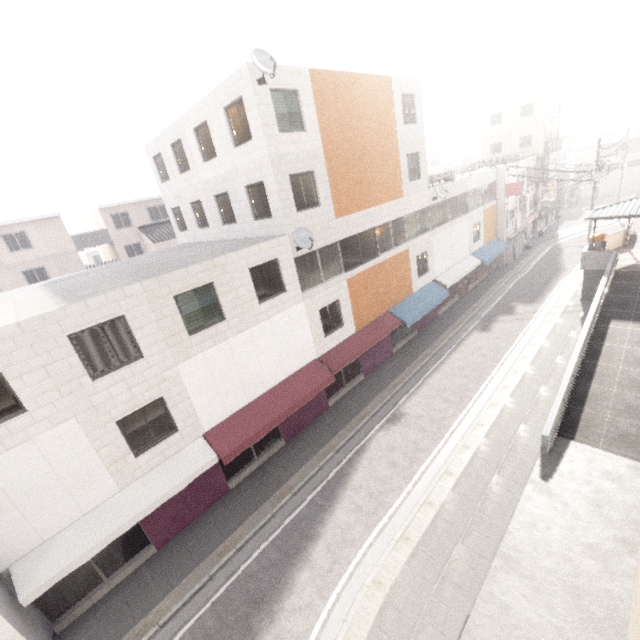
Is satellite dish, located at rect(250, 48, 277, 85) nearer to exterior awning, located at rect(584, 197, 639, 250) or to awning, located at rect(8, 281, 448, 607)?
awning, located at rect(8, 281, 448, 607)

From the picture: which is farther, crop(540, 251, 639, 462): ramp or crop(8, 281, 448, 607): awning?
crop(540, 251, 639, 462): ramp

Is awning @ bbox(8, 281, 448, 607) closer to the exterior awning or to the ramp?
the ramp

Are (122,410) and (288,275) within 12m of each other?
yes

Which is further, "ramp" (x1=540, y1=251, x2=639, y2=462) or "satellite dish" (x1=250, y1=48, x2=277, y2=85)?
"ramp" (x1=540, y1=251, x2=639, y2=462)

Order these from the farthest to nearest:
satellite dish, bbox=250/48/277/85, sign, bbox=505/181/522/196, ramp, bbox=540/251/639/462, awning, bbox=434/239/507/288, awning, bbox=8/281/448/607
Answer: sign, bbox=505/181/522/196 → awning, bbox=434/239/507/288 → ramp, bbox=540/251/639/462 → satellite dish, bbox=250/48/277/85 → awning, bbox=8/281/448/607

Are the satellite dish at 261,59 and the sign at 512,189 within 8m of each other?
no

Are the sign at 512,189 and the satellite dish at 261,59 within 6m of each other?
no
